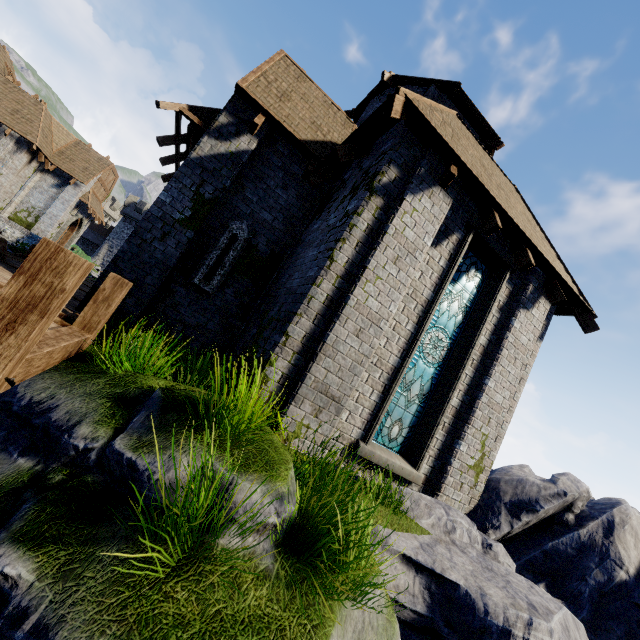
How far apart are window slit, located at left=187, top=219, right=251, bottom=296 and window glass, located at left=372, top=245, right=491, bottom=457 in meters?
4.5 m

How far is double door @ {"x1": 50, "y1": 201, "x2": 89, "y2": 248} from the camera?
26.3m

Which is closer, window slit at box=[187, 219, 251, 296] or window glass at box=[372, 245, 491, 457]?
window glass at box=[372, 245, 491, 457]

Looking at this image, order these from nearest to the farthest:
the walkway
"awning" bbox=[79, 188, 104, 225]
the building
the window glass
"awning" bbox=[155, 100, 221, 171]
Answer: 1. the walkway
2. the building
3. the window glass
4. "awning" bbox=[155, 100, 221, 171]
5. "awning" bbox=[79, 188, 104, 225]

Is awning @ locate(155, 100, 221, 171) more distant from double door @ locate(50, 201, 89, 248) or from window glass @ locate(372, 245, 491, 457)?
double door @ locate(50, 201, 89, 248)

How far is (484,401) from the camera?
6.86m

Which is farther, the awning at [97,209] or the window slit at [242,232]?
the awning at [97,209]

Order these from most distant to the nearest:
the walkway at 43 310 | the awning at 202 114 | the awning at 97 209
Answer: the awning at 97 209 < the awning at 202 114 < the walkway at 43 310
